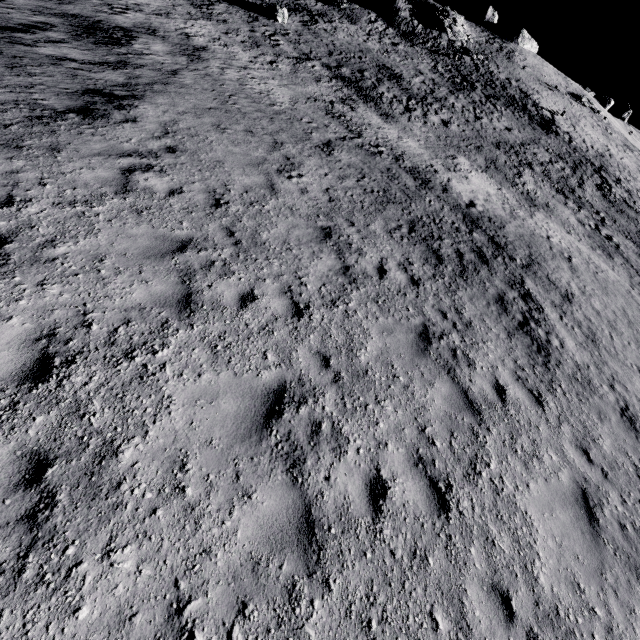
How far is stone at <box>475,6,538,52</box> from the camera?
53.44m

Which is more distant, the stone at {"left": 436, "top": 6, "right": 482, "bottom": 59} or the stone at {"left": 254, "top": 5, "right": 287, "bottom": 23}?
the stone at {"left": 436, "top": 6, "right": 482, "bottom": 59}

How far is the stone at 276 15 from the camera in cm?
2849

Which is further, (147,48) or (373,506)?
(147,48)

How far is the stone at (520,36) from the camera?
53.44m

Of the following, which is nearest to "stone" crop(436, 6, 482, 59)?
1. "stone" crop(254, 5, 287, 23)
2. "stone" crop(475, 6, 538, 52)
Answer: "stone" crop(475, 6, 538, 52)

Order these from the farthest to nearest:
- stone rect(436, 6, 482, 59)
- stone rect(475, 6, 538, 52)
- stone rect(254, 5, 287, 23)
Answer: stone rect(475, 6, 538, 52) < stone rect(436, 6, 482, 59) < stone rect(254, 5, 287, 23)

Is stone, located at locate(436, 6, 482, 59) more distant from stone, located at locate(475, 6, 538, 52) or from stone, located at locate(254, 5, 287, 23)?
stone, located at locate(254, 5, 287, 23)
